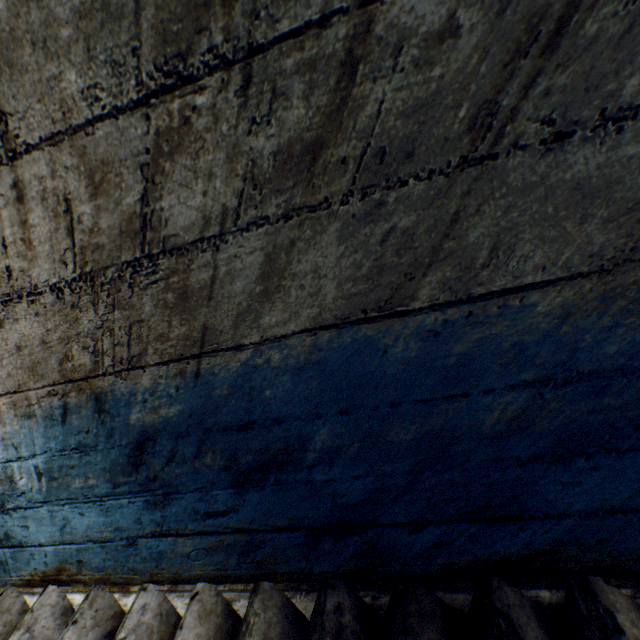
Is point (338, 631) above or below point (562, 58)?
below
